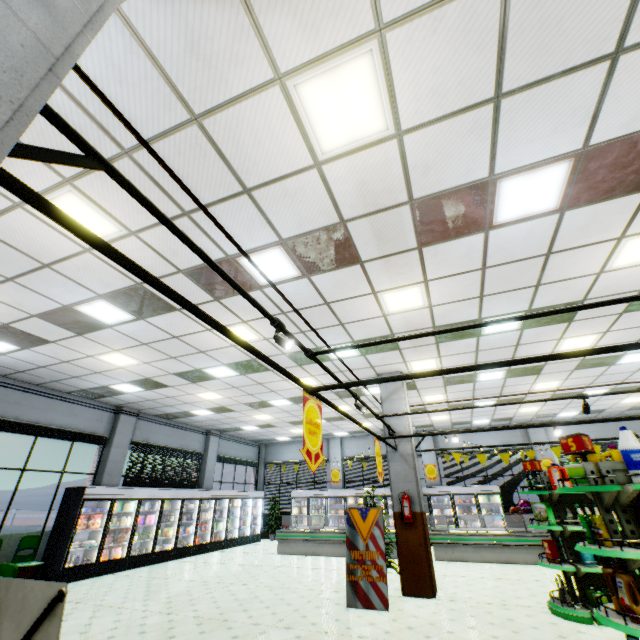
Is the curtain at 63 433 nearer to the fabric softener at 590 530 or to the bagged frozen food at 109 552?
the bagged frozen food at 109 552

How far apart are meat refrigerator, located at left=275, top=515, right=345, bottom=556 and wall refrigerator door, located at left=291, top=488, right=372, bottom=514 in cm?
258

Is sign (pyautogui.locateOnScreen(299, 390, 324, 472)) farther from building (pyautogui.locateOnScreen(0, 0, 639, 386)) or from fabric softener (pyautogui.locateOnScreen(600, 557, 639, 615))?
fabric softener (pyautogui.locateOnScreen(600, 557, 639, 615))

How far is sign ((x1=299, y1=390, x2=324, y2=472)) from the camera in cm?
329

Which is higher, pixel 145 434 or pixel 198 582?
pixel 145 434

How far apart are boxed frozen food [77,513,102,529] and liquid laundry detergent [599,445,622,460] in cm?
1200

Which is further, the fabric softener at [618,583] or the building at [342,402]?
the building at [342,402]

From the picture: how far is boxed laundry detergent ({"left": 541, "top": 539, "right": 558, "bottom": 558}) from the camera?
5.95m
